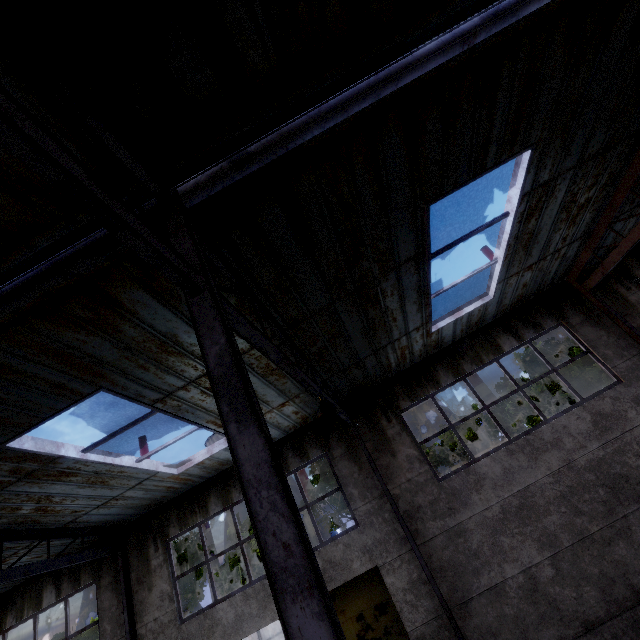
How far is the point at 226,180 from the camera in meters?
3.4

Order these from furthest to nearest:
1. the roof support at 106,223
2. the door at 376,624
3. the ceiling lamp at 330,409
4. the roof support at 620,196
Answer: the door at 376,624 → the roof support at 620,196 → the ceiling lamp at 330,409 → the roof support at 106,223

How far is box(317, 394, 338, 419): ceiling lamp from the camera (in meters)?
5.90

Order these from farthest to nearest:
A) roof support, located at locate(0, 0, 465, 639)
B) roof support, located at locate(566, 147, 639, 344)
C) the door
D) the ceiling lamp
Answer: the door < roof support, located at locate(566, 147, 639, 344) < the ceiling lamp < roof support, located at locate(0, 0, 465, 639)

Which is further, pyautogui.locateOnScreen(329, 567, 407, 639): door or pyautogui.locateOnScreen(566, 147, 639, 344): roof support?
pyautogui.locateOnScreen(329, 567, 407, 639): door

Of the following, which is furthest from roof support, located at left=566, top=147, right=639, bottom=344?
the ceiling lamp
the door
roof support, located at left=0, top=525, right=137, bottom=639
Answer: roof support, located at left=0, top=525, right=137, bottom=639

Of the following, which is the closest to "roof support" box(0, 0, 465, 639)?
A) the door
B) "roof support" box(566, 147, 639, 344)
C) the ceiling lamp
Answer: the ceiling lamp

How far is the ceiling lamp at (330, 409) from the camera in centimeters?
590cm
